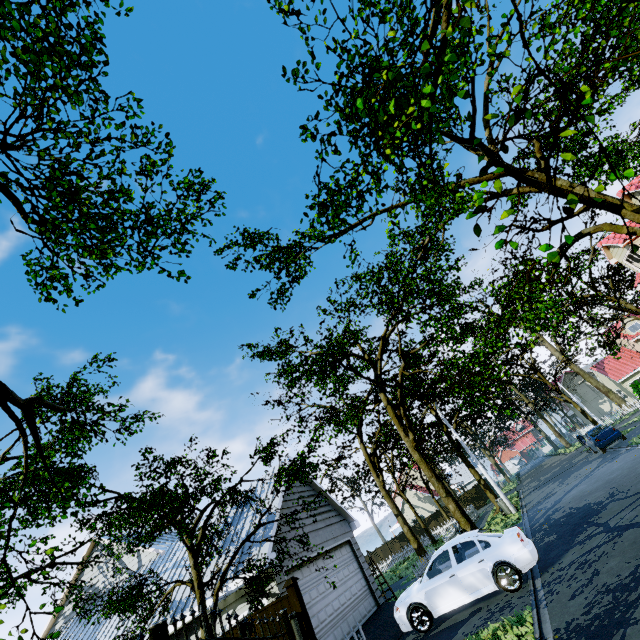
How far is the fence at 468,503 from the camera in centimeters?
2788cm

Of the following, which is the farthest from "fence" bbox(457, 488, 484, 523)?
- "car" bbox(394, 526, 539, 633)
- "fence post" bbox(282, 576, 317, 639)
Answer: "car" bbox(394, 526, 539, 633)

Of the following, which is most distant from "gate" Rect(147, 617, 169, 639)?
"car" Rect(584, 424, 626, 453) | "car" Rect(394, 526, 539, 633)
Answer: "car" Rect(584, 424, 626, 453)

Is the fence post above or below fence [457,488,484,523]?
above

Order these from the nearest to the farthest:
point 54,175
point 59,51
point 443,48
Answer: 1. point 443,48
2. point 59,51
3. point 54,175

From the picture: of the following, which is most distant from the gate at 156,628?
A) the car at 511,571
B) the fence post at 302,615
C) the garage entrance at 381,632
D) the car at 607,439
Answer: the car at 607,439

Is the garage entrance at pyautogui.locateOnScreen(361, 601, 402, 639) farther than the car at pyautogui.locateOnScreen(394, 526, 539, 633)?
Yes

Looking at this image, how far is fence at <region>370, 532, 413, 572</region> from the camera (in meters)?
32.28
